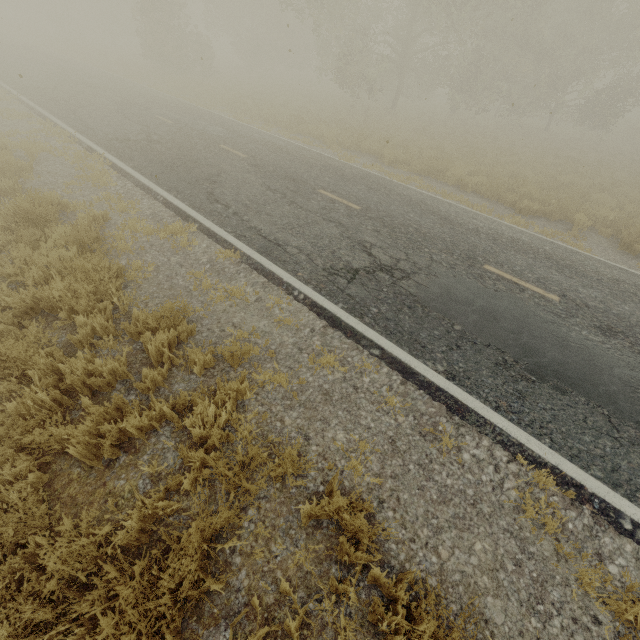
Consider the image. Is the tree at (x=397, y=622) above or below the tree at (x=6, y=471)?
above

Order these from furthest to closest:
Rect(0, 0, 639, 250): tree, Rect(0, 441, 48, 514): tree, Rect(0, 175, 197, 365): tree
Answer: Rect(0, 0, 639, 250): tree → Rect(0, 175, 197, 365): tree → Rect(0, 441, 48, 514): tree

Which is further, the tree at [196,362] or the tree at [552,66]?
the tree at [552,66]

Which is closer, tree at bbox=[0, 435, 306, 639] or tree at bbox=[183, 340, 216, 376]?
tree at bbox=[0, 435, 306, 639]

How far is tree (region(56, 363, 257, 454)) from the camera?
3.20m

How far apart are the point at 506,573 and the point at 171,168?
11.04m

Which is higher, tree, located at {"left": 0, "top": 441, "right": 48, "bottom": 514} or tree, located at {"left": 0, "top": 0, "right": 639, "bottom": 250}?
tree, located at {"left": 0, "top": 0, "right": 639, "bottom": 250}
